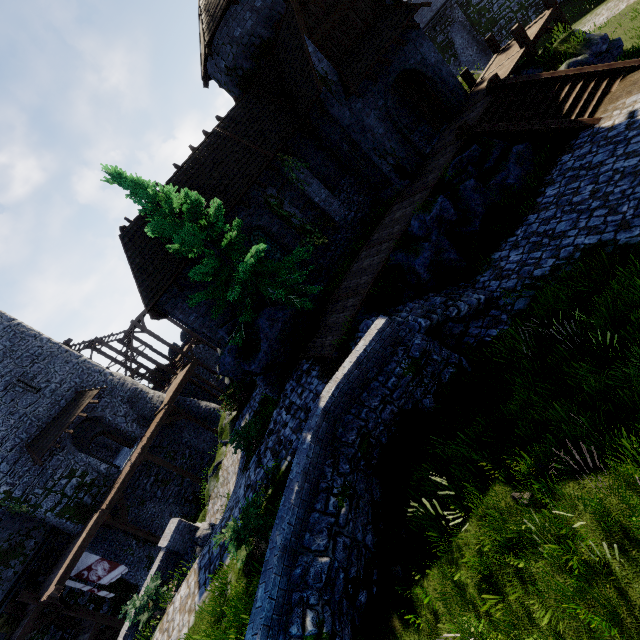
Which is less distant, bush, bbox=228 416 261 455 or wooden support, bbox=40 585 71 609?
bush, bbox=228 416 261 455

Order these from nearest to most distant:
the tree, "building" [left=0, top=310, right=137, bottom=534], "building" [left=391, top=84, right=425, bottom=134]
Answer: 1. the tree
2. "building" [left=391, top=84, right=425, bottom=134]
3. "building" [left=0, top=310, right=137, bottom=534]

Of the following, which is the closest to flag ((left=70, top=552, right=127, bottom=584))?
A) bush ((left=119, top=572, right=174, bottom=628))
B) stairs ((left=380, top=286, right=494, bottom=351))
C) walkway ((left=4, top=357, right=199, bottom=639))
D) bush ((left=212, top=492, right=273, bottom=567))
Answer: walkway ((left=4, top=357, right=199, bottom=639))

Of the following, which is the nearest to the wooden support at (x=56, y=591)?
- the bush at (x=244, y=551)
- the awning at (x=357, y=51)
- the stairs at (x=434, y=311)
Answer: the bush at (x=244, y=551)

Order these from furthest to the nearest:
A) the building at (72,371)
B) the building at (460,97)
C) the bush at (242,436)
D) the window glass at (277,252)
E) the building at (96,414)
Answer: the building at (96,414) < the building at (72,371) < the window glass at (277,252) < the building at (460,97) < the bush at (242,436)

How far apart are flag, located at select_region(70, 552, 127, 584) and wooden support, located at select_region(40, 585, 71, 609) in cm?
77

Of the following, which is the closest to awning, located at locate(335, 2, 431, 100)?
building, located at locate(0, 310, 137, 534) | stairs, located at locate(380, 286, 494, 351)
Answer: stairs, located at locate(380, 286, 494, 351)

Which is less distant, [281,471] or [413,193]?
[281,471]
